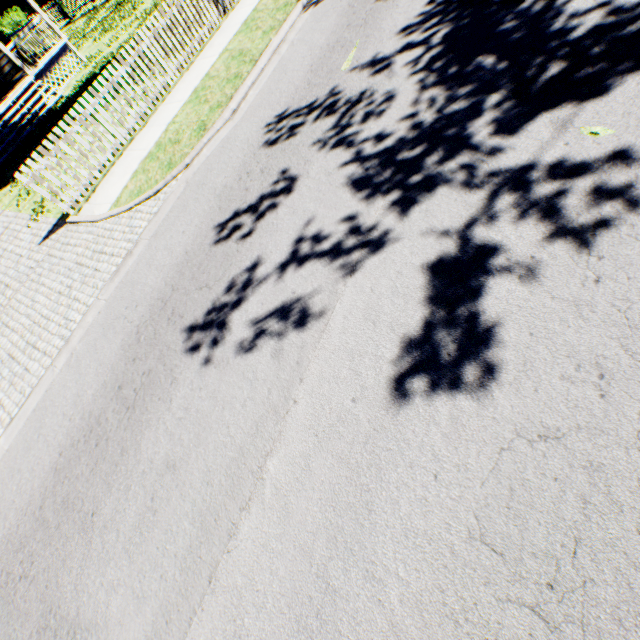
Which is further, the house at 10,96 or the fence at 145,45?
the house at 10,96

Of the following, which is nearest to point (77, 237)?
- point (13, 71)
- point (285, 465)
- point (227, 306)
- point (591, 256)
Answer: point (227, 306)

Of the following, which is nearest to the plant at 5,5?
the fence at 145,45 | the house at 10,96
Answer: the fence at 145,45

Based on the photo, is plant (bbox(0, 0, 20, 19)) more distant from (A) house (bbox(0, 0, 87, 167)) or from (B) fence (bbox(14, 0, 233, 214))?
(A) house (bbox(0, 0, 87, 167))

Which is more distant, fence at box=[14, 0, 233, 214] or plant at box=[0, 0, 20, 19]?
plant at box=[0, 0, 20, 19]

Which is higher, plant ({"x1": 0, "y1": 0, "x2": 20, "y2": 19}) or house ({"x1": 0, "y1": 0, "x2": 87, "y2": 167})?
plant ({"x1": 0, "y1": 0, "x2": 20, "y2": 19})

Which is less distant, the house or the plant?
the house
